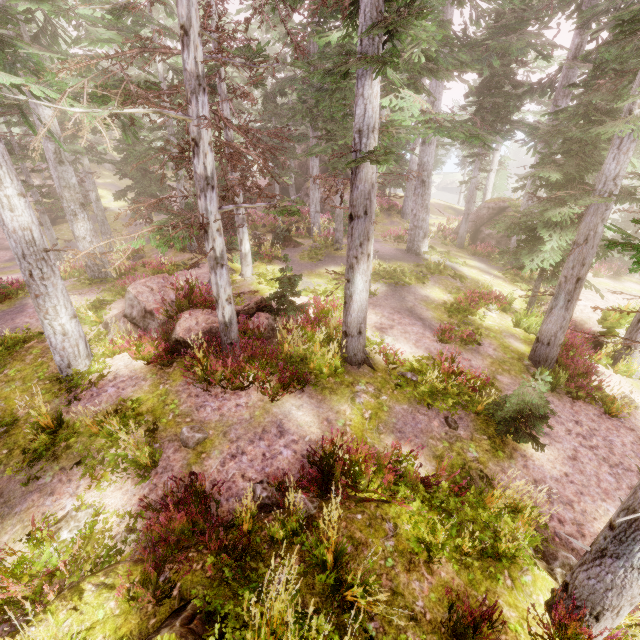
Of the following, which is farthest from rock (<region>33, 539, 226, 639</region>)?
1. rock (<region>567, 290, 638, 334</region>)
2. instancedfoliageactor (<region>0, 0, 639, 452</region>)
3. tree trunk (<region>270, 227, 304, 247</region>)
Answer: tree trunk (<region>270, 227, 304, 247</region>)

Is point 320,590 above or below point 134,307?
below

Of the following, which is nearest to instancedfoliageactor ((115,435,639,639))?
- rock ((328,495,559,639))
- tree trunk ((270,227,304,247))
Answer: rock ((328,495,559,639))

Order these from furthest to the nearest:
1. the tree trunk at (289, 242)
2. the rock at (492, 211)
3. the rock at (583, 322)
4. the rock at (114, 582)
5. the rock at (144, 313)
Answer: the rock at (492, 211), the tree trunk at (289, 242), the rock at (583, 322), the rock at (144, 313), the rock at (114, 582)

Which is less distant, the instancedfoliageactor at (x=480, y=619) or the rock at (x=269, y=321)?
the instancedfoliageactor at (x=480, y=619)

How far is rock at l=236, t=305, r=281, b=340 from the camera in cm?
1003

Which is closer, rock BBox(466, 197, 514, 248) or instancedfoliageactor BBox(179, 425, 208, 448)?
instancedfoliageactor BBox(179, 425, 208, 448)
